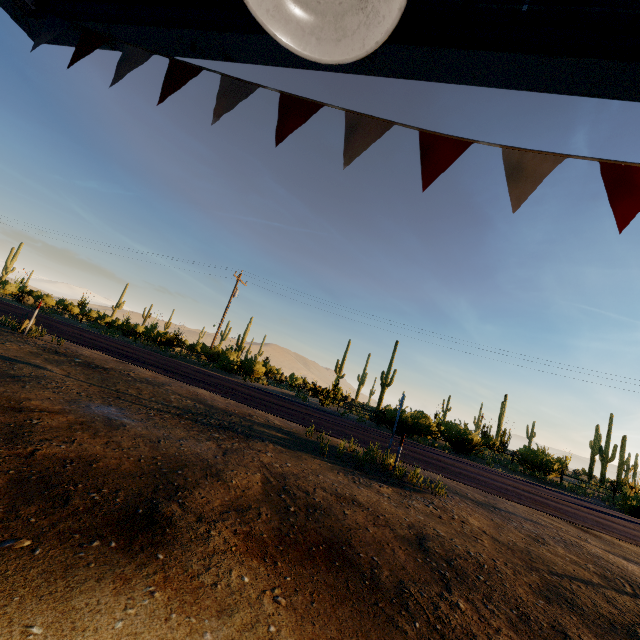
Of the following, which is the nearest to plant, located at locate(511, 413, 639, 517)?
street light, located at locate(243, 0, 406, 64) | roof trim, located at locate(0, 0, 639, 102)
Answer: roof trim, located at locate(0, 0, 639, 102)

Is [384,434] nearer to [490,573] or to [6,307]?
[490,573]

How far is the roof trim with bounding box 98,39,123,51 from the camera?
2.9 meters

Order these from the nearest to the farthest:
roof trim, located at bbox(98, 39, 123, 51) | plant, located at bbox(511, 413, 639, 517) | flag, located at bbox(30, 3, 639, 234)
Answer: flag, located at bbox(30, 3, 639, 234) → roof trim, located at bbox(98, 39, 123, 51) → plant, located at bbox(511, 413, 639, 517)

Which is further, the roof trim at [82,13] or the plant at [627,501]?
Answer: the plant at [627,501]

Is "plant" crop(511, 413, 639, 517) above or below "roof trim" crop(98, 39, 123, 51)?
below

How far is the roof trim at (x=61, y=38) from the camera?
2.9m

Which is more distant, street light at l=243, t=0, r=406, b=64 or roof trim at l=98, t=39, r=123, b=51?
roof trim at l=98, t=39, r=123, b=51
